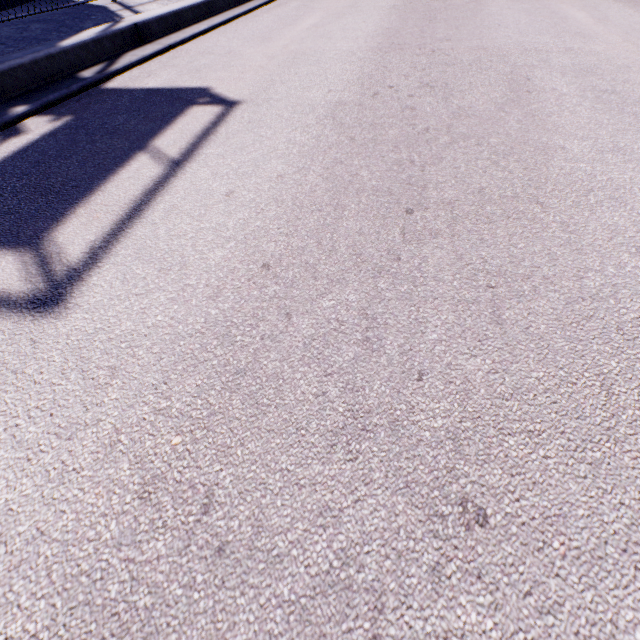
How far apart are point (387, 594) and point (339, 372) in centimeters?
54cm
